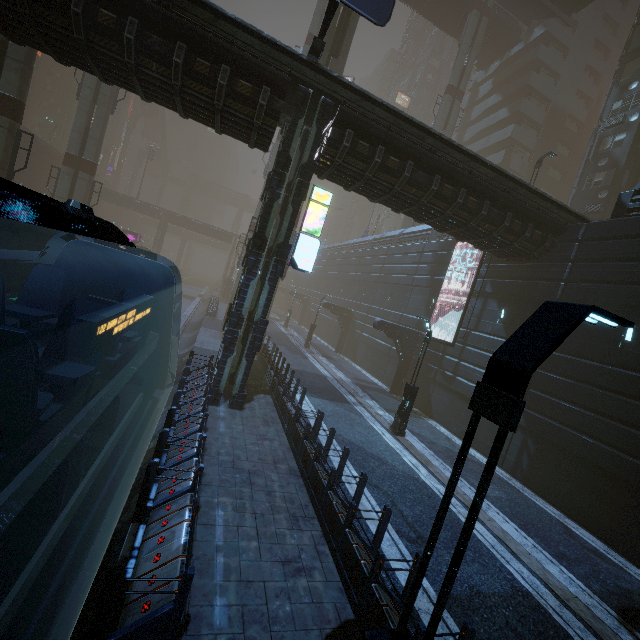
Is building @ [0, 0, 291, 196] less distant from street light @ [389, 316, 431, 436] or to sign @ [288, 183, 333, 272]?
sign @ [288, 183, 333, 272]

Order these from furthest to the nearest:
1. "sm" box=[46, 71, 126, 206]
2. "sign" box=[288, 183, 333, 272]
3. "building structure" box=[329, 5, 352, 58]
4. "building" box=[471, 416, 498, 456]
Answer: "sm" box=[46, 71, 126, 206], "building structure" box=[329, 5, 352, 58], "building" box=[471, 416, 498, 456], "sign" box=[288, 183, 333, 272]

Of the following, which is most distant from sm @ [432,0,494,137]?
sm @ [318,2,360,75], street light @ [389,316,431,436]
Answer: street light @ [389,316,431,436]

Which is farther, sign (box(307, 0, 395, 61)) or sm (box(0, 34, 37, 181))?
sm (box(0, 34, 37, 181))

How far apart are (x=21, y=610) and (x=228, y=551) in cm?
365

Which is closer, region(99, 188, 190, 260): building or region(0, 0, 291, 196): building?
region(0, 0, 291, 196): building

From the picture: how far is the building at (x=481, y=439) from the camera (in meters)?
15.96
